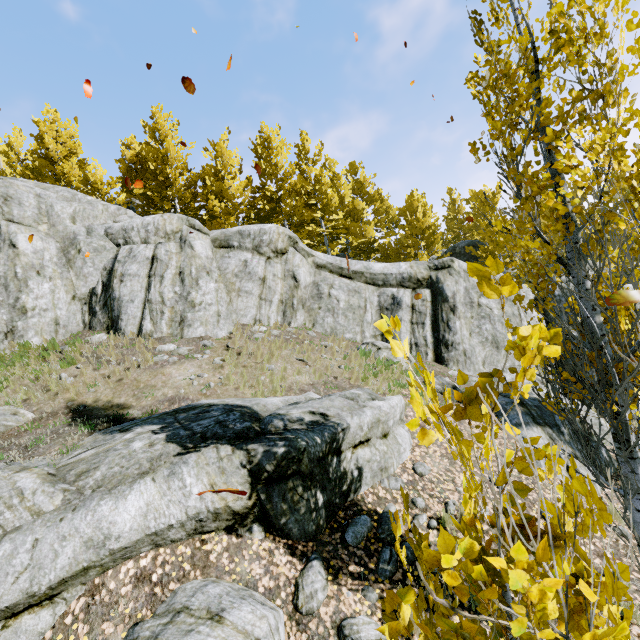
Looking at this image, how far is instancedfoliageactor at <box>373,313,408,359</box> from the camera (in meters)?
0.97

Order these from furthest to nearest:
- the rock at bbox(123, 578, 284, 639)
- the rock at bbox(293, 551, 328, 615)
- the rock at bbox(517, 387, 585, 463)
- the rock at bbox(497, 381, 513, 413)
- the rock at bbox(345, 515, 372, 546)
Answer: the rock at bbox(497, 381, 513, 413)
the rock at bbox(517, 387, 585, 463)
the rock at bbox(345, 515, 372, 546)
the rock at bbox(293, 551, 328, 615)
the rock at bbox(123, 578, 284, 639)

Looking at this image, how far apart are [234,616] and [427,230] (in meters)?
21.56

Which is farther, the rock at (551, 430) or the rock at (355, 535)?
the rock at (551, 430)

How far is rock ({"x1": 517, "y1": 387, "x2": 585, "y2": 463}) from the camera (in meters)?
7.70

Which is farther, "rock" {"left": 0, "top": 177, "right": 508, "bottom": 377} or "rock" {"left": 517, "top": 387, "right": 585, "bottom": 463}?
"rock" {"left": 0, "top": 177, "right": 508, "bottom": 377}

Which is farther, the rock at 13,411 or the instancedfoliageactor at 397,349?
the rock at 13,411
